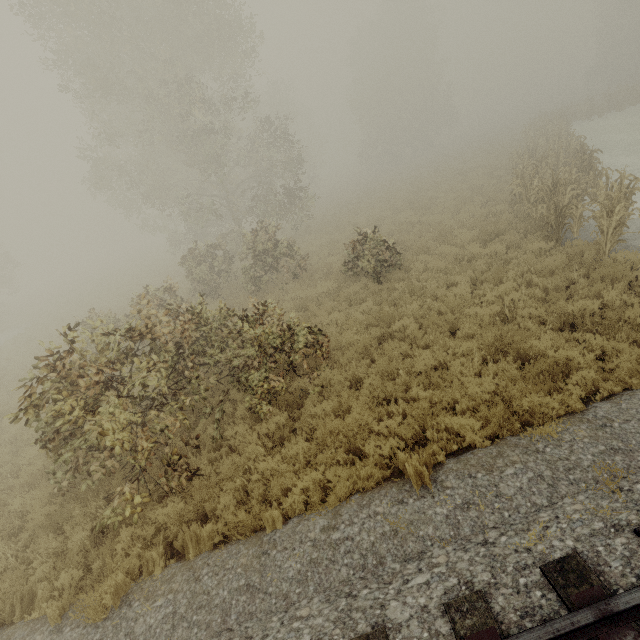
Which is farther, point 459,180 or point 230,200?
point 230,200
